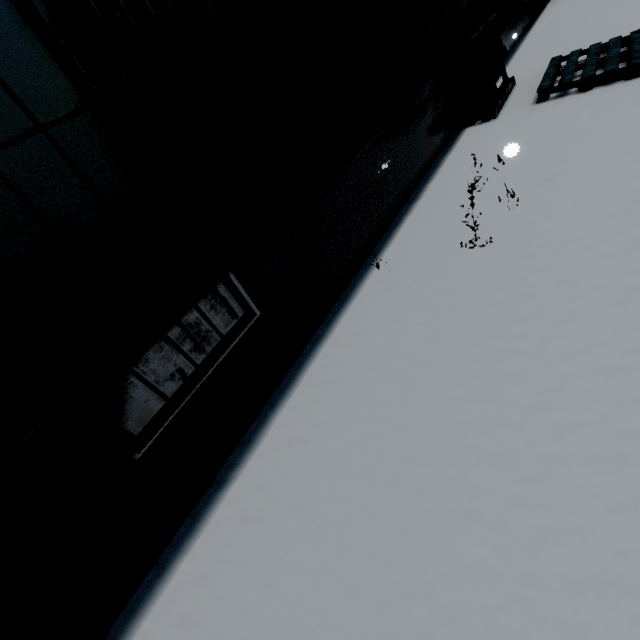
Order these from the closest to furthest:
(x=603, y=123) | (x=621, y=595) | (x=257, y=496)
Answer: (x=621, y=595), (x=257, y=496), (x=603, y=123)

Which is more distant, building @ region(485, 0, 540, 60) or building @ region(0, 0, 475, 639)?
building @ region(485, 0, 540, 60)

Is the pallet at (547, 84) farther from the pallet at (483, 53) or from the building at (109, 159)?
the building at (109, 159)

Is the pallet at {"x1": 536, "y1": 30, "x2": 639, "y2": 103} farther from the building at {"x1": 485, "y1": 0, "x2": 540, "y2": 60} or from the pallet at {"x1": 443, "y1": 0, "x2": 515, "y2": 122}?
the building at {"x1": 485, "y1": 0, "x2": 540, "y2": 60}

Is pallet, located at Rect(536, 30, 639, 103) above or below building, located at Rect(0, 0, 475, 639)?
below

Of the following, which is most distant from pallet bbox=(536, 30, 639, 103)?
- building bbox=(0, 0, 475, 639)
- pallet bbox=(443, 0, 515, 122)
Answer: building bbox=(0, 0, 475, 639)

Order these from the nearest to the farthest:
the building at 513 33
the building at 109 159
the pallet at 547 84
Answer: the building at 109 159 < the pallet at 547 84 < the building at 513 33
